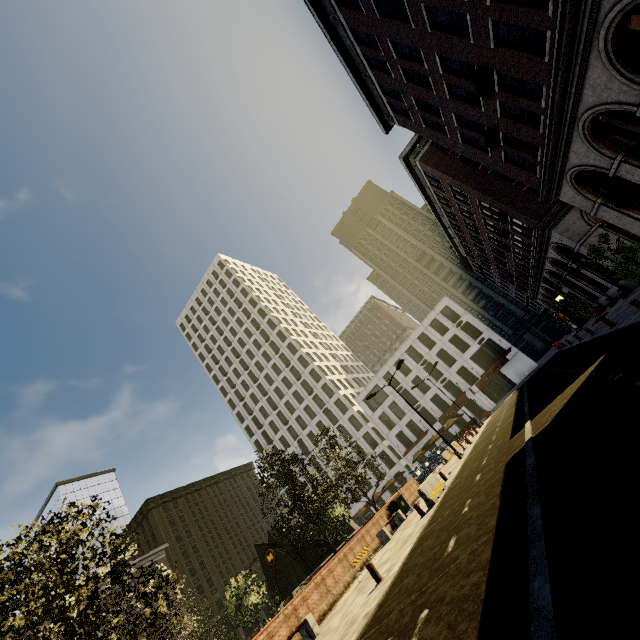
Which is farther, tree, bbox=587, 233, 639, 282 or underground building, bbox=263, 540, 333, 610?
underground building, bbox=263, 540, 333, 610

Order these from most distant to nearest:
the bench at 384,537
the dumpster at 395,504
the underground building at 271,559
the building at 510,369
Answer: the building at 510,369, the underground building at 271,559, the dumpster at 395,504, the bench at 384,537

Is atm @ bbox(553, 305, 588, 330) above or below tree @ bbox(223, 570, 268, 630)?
below

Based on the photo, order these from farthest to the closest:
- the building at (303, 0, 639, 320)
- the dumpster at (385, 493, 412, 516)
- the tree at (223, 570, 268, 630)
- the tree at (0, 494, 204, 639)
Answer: the tree at (223, 570, 268, 630), the dumpster at (385, 493, 412, 516), the building at (303, 0, 639, 320), the tree at (0, 494, 204, 639)

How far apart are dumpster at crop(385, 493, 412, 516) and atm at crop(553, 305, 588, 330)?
31.5m

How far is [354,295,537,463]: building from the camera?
47.7m

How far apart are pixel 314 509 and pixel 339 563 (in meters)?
3.17

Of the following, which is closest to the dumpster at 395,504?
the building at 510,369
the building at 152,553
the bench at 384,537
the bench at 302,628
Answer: the bench at 384,537
